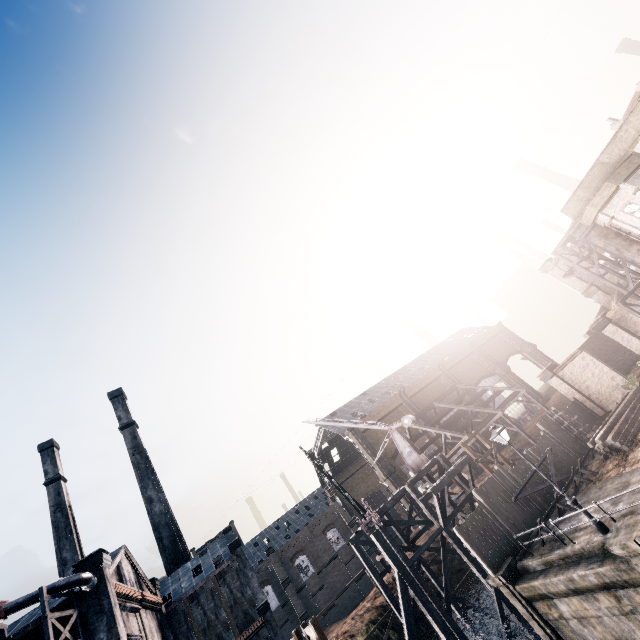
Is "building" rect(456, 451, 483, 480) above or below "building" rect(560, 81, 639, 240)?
below

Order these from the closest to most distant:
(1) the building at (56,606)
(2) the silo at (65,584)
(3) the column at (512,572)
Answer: (3) the column at (512,572) → (2) the silo at (65,584) → (1) the building at (56,606)

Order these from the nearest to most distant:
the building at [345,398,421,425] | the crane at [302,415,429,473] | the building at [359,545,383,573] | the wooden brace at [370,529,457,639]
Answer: the wooden brace at [370,529,457,639], the crane at [302,415,429,473], the building at [359,545,383,573], the building at [345,398,421,425]

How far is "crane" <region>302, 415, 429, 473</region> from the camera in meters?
29.7

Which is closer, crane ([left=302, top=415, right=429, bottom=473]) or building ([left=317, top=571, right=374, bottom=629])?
crane ([left=302, top=415, right=429, bottom=473])

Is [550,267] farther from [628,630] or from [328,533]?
[328,533]

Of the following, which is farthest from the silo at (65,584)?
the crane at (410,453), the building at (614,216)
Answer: the building at (614,216)

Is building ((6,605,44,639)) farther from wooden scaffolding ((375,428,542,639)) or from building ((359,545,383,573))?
building ((359,545,383,573))
